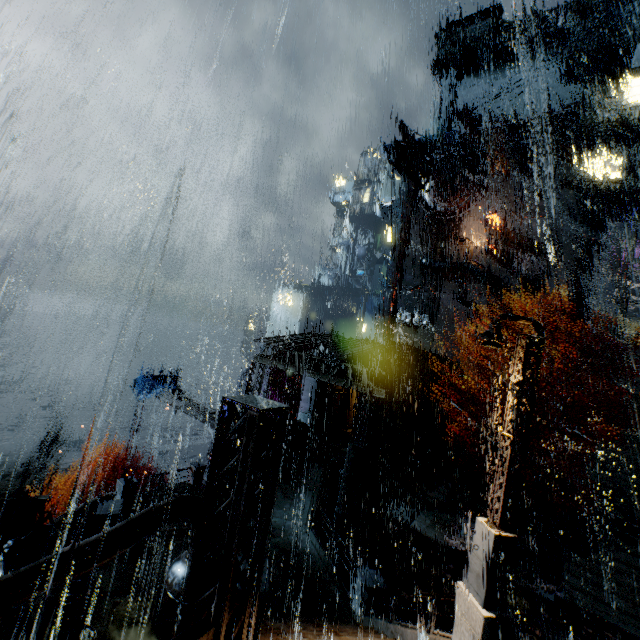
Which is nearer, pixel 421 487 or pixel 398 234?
pixel 421 487

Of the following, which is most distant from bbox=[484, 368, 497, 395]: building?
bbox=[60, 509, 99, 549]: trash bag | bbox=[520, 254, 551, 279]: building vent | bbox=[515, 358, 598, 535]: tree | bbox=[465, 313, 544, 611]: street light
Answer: bbox=[515, 358, 598, 535]: tree

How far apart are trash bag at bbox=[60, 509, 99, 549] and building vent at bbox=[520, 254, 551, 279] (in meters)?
41.96

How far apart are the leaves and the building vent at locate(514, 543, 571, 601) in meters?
0.0

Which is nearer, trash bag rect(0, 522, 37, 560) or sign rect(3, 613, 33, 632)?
sign rect(3, 613, 33, 632)

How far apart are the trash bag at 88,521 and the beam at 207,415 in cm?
853

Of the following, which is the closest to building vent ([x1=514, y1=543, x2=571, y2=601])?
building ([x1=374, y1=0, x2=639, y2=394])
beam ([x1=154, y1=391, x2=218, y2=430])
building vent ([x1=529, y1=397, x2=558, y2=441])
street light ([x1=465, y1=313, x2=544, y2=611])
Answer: building ([x1=374, y1=0, x2=639, y2=394])

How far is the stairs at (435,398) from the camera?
23.4 meters
